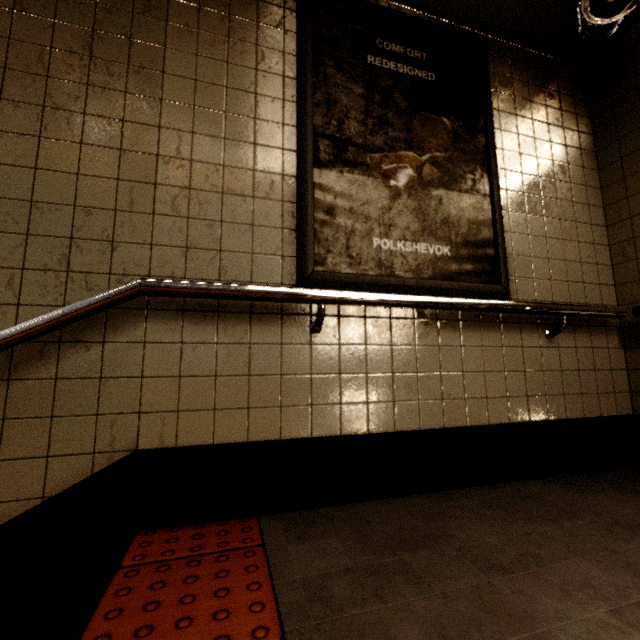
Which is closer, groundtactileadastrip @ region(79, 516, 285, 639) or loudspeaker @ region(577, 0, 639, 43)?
groundtactileadastrip @ region(79, 516, 285, 639)

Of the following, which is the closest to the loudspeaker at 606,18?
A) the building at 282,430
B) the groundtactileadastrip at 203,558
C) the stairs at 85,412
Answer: the building at 282,430

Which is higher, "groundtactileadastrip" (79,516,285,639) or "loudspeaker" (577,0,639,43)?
"loudspeaker" (577,0,639,43)

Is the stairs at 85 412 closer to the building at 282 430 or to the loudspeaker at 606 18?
the building at 282 430

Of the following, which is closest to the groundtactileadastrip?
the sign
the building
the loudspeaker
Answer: the building

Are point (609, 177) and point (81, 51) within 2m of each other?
no

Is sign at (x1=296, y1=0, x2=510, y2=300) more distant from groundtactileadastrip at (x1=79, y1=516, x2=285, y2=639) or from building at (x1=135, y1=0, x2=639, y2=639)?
groundtactileadastrip at (x1=79, y1=516, x2=285, y2=639)

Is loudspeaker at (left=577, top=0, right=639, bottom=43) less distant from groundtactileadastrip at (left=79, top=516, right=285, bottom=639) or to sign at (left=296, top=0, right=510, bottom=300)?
sign at (left=296, top=0, right=510, bottom=300)
